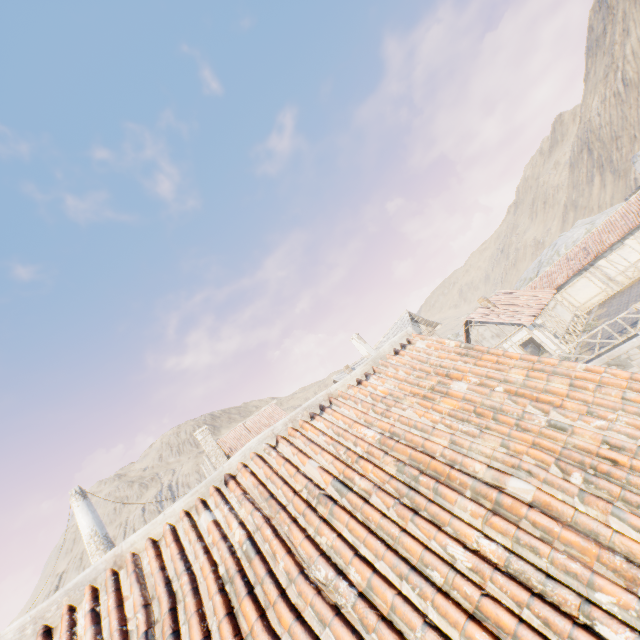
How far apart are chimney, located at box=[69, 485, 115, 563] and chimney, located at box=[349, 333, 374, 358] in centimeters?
2415cm

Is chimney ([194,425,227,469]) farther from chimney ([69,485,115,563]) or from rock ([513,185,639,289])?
chimney ([69,485,115,563])

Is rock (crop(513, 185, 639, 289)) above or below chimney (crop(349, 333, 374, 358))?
below

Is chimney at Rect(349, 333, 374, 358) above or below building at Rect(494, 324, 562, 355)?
above

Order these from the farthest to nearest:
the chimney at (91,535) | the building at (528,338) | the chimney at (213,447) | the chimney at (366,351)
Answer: the chimney at (366,351), the chimney at (213,447), the building at (528,338), the chimney at (91,535)

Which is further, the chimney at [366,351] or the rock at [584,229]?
the rock at [584,229]

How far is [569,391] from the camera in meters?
3.5 m

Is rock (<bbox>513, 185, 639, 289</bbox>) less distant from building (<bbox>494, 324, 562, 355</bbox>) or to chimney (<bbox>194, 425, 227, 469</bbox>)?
building (<bbox>494, 324, 562, 355</bbox>)
